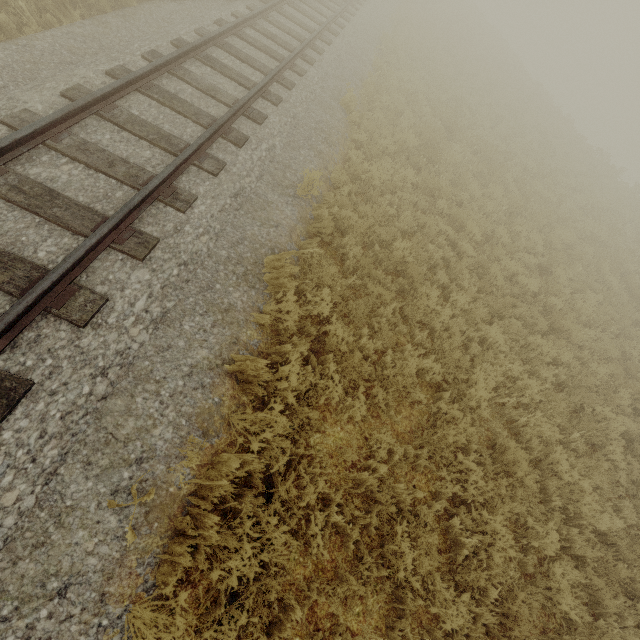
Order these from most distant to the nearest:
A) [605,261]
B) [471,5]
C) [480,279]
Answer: [471,5] → [605,261] → [480,279]
